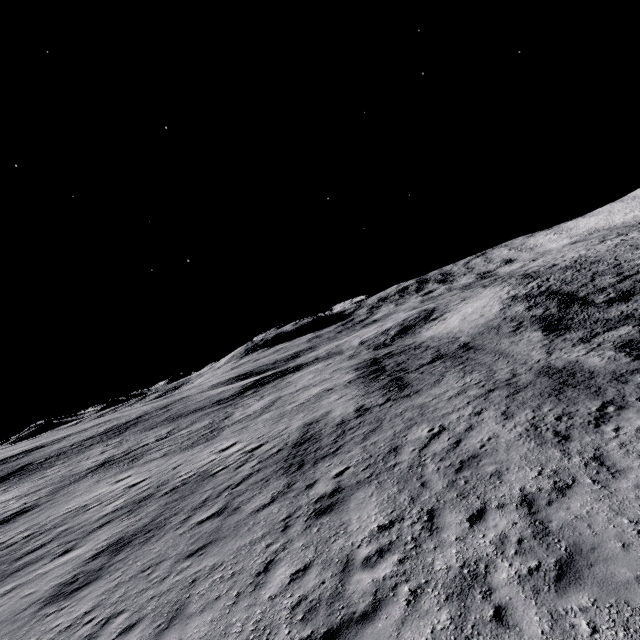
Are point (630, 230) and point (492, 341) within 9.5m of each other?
no
